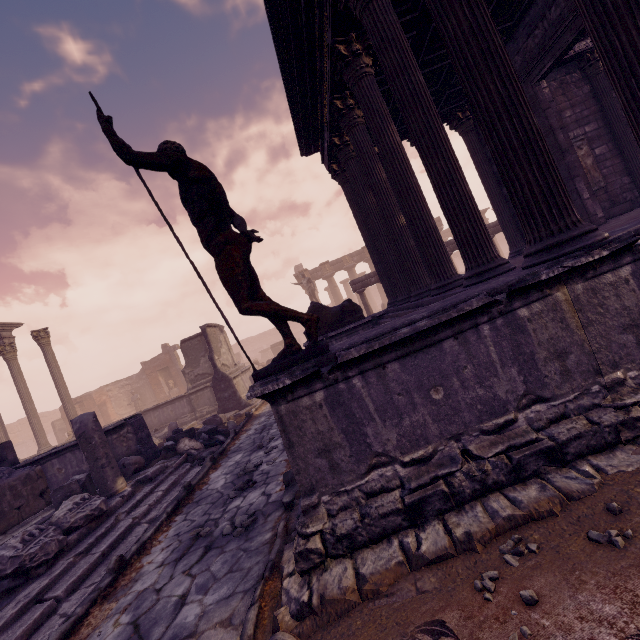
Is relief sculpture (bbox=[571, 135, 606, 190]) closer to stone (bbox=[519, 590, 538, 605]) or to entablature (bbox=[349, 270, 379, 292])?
entablature (bbox=[349, 270, 379, 292])

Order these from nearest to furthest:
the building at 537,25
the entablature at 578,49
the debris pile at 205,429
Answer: the building at 537,25
the debris pile at 205,429
the entablature at 578,49

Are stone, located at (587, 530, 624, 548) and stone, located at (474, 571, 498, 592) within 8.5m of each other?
yes

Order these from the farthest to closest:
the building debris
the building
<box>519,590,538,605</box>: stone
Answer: the building debris < the building < <box>519,590,538,605</box>: stone

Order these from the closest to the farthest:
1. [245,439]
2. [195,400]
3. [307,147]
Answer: [245,439], [307,147], [195,400]

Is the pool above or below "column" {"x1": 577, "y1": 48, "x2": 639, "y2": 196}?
below

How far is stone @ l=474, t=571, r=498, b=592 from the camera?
1.91m

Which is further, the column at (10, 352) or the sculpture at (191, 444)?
the column at (10, 352)
